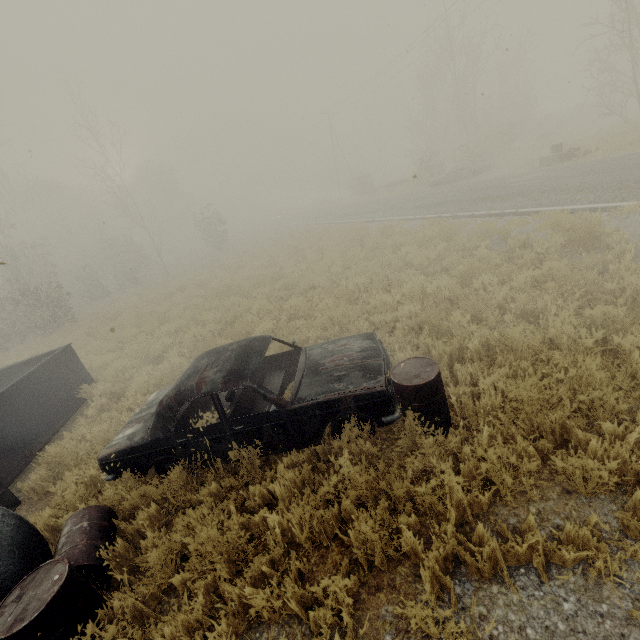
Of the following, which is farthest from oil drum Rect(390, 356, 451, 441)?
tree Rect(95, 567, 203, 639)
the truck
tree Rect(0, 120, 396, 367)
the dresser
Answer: the truck

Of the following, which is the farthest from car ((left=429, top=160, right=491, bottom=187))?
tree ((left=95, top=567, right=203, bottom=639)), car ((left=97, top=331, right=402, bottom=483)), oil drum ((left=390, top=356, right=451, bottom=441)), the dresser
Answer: tree ((left=95, top=567, right=203, bottom=639))

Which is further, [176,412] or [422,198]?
[422,198]

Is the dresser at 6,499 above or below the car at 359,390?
below

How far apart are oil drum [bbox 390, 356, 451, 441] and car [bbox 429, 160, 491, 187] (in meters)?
23.80

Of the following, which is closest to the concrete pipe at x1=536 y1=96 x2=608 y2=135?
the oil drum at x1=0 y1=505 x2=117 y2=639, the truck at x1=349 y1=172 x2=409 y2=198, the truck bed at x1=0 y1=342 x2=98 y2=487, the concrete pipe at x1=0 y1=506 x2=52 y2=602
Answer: the truck at x1=349 y1=172 x2=409 y2=198

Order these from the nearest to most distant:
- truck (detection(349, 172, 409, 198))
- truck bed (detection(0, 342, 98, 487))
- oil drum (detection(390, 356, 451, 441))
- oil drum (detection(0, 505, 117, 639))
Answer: oil drum (detection(0, 505, 117, 639)), oil drum (detection(390, 356, 451, 441)), truck bed (detection(0, 342, 98, 487)), truck (detection(349, 172, 409, 198))

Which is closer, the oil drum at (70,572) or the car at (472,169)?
the oil drum at (70,572)
